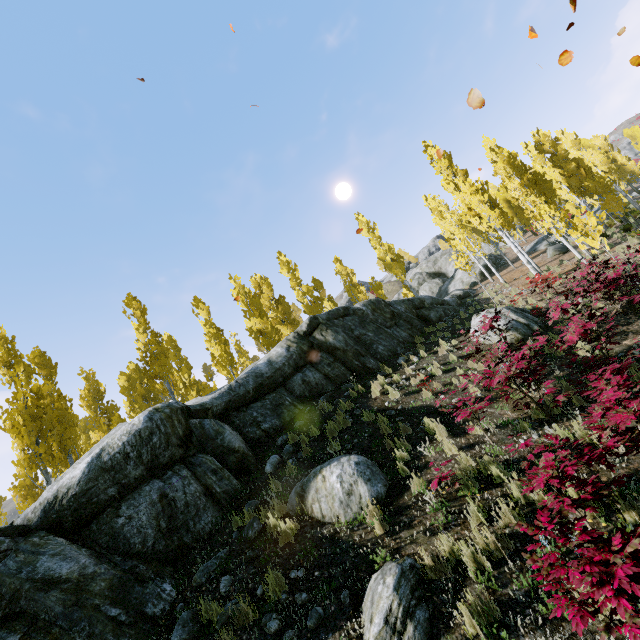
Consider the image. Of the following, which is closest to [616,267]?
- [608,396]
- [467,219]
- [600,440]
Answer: [467,219]

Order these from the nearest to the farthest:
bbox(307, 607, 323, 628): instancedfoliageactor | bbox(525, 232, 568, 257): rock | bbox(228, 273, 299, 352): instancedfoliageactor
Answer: bbox(307, 607, 323, 628): instancedfoliageactor, bbox(228, 273, 299, 352): instancedfoliageactor, bbox(525, 232, 568, 257): rock

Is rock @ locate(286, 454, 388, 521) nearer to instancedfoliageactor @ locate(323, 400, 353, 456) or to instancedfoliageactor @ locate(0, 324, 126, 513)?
instancedfoliageactor @ locate(0, 324, 126, 513)

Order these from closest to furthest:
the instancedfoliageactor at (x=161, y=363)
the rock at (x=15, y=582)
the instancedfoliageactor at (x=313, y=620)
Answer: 1. the instancedfoliageactor at (x=313, y=620)
2. the rock at (x=15, y=582)
3. the instancedfoliageactor at (x=161, y=363)

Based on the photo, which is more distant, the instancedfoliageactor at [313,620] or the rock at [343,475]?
the rock at [343,475]

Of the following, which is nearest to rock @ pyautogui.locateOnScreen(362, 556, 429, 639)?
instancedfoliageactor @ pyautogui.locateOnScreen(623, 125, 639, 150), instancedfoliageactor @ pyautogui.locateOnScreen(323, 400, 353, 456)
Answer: instancedfoliageactor @ pyautogui.locateOnScreen(623, 125, 639, 150)

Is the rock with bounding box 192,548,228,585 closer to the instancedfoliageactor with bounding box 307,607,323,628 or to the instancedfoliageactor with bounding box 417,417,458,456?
the instancedfoliageactor with bounding box 417,417,458,456

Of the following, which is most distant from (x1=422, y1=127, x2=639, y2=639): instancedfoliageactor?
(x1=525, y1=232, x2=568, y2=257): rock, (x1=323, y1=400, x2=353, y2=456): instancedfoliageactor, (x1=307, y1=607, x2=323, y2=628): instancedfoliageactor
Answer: (x1=307, y1=607, x2=323, y2=628): instancedfoliageactor
